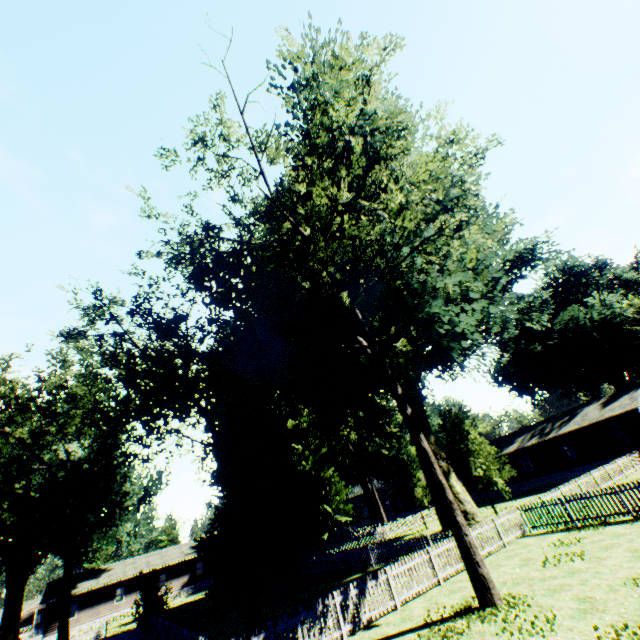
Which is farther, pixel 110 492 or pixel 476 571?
pixel 110 492

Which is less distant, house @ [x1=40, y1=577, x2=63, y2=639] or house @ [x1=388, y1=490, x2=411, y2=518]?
house @ [x1=40, y1=577, x2=63, y2=639]

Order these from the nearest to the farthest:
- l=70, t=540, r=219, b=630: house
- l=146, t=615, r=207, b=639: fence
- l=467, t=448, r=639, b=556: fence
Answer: l=146, t=615, r=207, b=639: fence, l=467, t=448, r=639, b=556: fence, l=70, t=540, r=219, b=630: house

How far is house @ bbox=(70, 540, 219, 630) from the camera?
40.3 meters

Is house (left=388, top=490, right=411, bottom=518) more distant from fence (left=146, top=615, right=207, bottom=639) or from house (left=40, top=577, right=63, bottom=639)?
house (left=40, top=577, right=63, bottom=639)

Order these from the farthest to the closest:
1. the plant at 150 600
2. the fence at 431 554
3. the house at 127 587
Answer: the house at 127 587, the plant at 150 600, the fence at 431 554

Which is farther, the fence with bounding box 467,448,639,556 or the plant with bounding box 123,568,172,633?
the plant with bounding box 123,568,172,633

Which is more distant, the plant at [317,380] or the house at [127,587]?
the house at [127,587]
